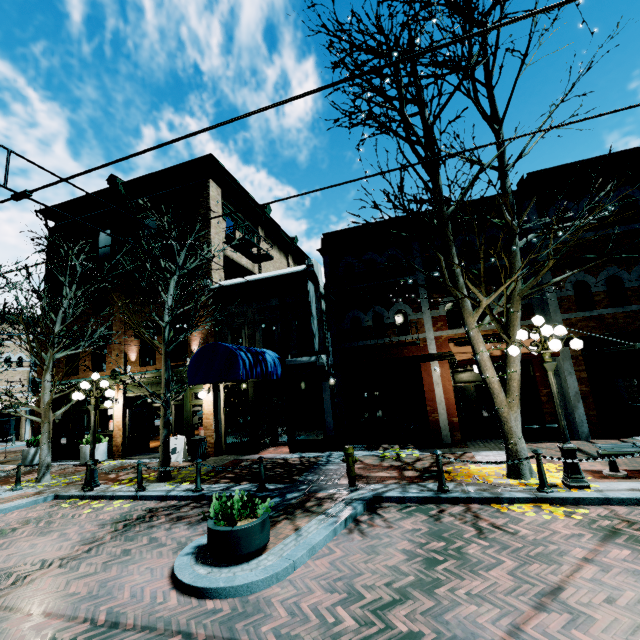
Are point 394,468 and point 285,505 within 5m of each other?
yes

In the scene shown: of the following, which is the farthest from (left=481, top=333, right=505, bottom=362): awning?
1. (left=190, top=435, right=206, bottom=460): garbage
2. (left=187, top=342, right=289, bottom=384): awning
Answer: (left=190, top=435, right=206, bottom=460): garbage

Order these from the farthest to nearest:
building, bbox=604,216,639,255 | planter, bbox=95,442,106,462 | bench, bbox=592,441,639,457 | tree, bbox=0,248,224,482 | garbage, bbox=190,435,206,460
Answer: planter, bbox=95,442,106,462 → garbage, bbox=190,435,206,460 → building, bbox=604,216,639,255 → tree, bbox=0,248,224,482 → bench, bbox=592,441,639,457

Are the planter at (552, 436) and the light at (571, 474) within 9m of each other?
yes

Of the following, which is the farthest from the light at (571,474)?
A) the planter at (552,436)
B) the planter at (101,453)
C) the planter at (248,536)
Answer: the planter at (101,453)

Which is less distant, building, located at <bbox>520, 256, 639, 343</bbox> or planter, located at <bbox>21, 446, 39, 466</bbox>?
building, located at <bbox>520, 256, 639, 343</bbox>

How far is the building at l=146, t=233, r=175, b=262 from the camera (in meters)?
15.77

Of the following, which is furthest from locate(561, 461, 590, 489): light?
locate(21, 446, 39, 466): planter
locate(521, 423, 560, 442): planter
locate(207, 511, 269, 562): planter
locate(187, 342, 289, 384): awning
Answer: locate(21, 446, 39, 466): planter
